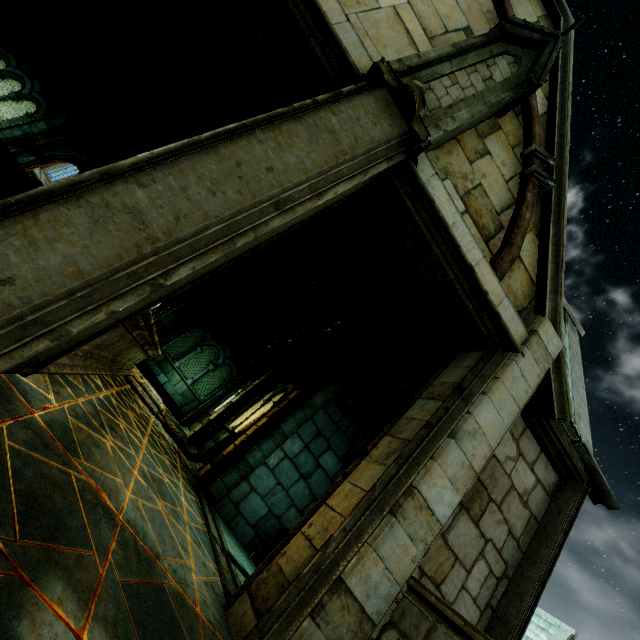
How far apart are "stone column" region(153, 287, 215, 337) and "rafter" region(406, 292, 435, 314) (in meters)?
11.56

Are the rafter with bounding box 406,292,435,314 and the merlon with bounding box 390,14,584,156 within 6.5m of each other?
yes

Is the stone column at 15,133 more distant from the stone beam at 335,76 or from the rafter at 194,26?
the stone beam at 335,76

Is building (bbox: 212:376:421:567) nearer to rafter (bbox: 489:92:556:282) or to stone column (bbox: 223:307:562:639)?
stone column (bbox: 223:307:562:639)

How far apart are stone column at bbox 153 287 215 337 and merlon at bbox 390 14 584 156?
12.17m

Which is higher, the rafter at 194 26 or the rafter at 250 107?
the rafter at 194 26

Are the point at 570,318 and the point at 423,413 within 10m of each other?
yes

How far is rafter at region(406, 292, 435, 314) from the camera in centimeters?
457cm
